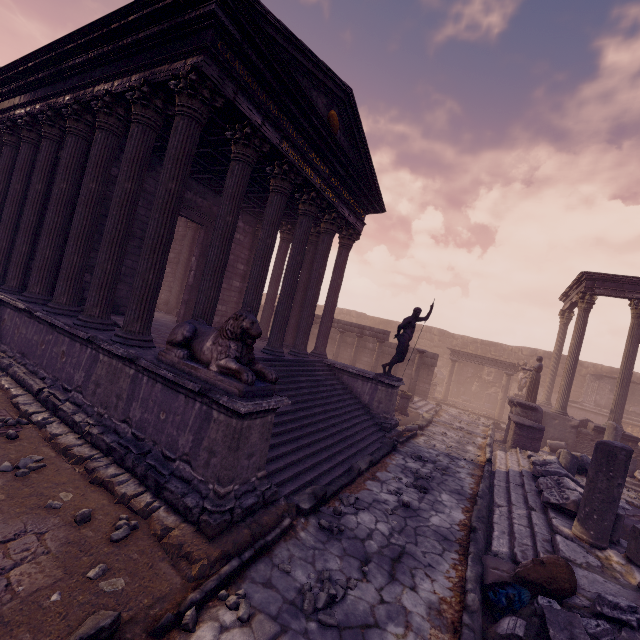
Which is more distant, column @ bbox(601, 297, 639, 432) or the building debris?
column @ bbox(601, 297, 639, 432)

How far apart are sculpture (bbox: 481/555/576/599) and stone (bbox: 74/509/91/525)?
5.1m

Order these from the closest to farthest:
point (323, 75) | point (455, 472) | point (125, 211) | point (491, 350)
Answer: point (125, 211)
point (323, 75)
point (455, 472)
point (491, 350)

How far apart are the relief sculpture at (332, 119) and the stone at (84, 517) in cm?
937

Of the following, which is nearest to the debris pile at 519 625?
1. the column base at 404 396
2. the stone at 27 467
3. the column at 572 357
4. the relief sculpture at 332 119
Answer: the stone at 27 467

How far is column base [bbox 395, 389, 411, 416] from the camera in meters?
13.3 m

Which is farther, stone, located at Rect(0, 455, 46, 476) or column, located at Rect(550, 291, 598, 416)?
column, located at Rect(550, 291, 598, 416)

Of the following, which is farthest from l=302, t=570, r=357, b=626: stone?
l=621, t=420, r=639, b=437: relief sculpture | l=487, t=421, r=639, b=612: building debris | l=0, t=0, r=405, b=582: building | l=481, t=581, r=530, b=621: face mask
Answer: l=621, t=420, r=639, b=437: relief sculpture
